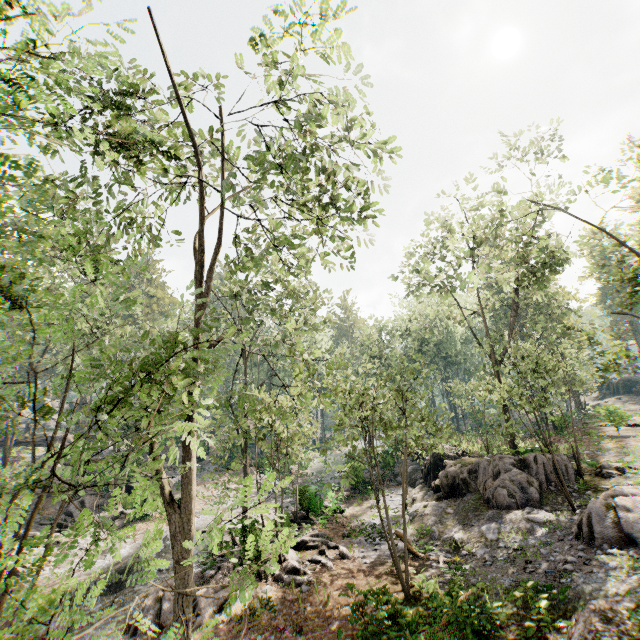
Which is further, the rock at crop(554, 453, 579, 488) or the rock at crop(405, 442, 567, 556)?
the rock at crop(554, 453, 579, 488)

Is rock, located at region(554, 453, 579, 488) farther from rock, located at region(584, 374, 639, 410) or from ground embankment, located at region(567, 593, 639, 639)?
rock, located at region(584, 374, 639, 410)

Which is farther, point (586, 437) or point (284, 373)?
point (284, 373)

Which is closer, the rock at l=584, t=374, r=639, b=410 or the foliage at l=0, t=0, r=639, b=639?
the foliage at l=0, t=0, r=639, b=639

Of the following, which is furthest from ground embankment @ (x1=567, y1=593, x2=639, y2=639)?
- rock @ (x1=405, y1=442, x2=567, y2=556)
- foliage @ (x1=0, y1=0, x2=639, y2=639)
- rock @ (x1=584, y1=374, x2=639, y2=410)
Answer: rock @ (x1=584, y1=374, x2=639, y2=410)

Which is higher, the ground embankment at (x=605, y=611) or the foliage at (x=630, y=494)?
the foliage at (x=630, y=494)

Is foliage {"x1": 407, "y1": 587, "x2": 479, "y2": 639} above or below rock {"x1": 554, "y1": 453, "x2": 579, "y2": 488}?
below

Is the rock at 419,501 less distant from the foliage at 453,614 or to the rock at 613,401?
the foliage at 453,614
